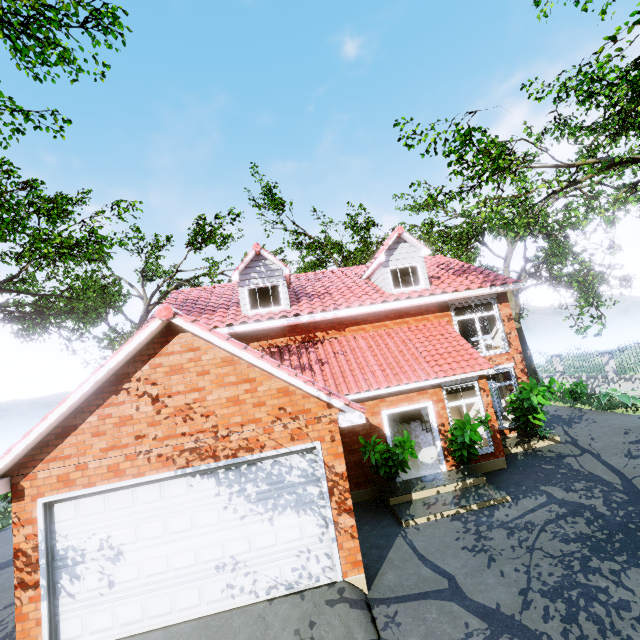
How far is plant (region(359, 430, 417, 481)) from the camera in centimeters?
899cm

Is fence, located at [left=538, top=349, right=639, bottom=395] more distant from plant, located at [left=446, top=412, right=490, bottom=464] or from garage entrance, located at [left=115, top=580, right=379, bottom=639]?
plant, located at [left=446, top=412, right=490, bottom=464]

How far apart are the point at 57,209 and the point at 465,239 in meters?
25.3

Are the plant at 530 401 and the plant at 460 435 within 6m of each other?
yes

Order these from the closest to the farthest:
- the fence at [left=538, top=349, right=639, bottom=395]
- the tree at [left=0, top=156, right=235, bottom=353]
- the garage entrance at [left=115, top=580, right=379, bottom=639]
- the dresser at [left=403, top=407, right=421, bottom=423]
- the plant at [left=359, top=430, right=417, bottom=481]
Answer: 1. the garage entrance at [left=115, top=580, right=379, bottom=639]
2. the plant at [left=359, top=430, right=417, bottom=481]
3. the tree at [left=0, top=156, right=235, bottom=353]
4. the fence at [left=538, top=349, right=639, bottom=395]
5. the dresser at [left=403, top=407, right=421, bottom=423]

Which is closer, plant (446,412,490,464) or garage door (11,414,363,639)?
garage door (11,414,363,639)

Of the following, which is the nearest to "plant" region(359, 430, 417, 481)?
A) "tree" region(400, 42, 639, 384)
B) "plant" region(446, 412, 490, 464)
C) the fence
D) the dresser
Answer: "plant" region(446, 412, 490, 464)

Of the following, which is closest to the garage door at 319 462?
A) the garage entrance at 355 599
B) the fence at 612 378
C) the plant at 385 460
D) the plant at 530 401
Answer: the garage entrance at 355 599
